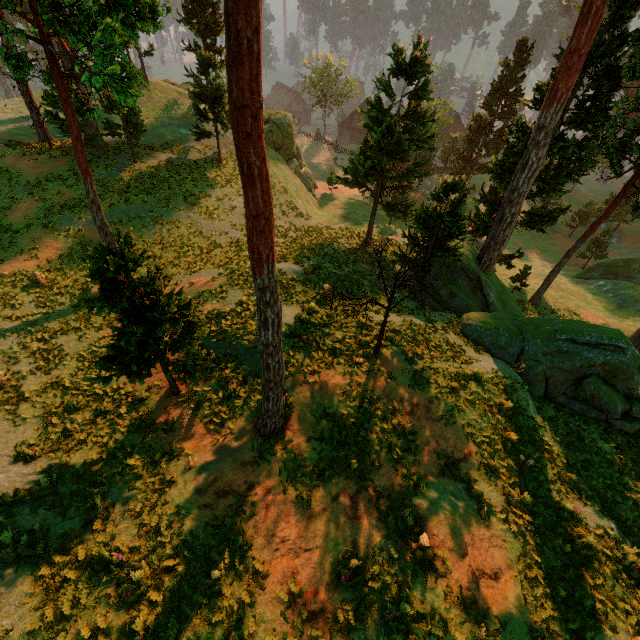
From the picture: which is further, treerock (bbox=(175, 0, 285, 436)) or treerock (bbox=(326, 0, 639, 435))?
treerock (bbox=(326, 0, 639, 435))

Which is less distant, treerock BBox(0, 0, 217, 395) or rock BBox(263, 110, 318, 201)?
treerock BBox(0, 0, 217, 395)

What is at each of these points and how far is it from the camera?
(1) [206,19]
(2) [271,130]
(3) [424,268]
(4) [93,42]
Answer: (1) treerock, 32.7m
(2) rock, 38.0m
(3) treerock, 22.2m
(4) treerock, 3.5m

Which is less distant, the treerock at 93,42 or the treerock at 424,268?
the treerock at 93,42

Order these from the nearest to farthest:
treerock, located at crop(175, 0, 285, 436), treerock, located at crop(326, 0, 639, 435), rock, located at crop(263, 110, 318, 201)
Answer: treerock, located at crop(175, 0, 285, 436) → treerock, located at crop(326, 0, 639, 435) → rock, located at crop(263, 110, 318, 201)

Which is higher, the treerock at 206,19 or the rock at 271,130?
the treerock at 206,19

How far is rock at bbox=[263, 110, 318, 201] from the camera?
38.22m
